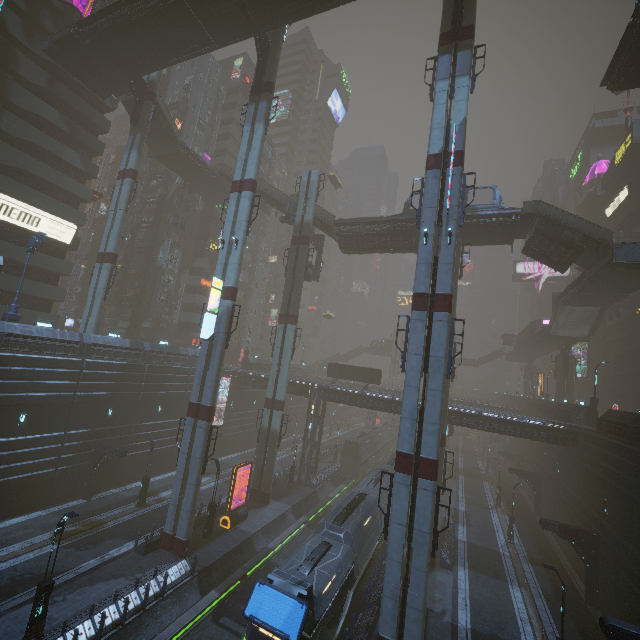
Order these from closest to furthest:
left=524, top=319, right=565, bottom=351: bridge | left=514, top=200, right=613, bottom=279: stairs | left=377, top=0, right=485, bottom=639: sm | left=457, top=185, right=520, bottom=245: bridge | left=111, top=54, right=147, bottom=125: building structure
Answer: left=377, top=0, right=485, bottom=639: sm
left=514, top=200, right=613, bottom=279: stairs
left=457, top=185, right=520, bottom=245: bridge
left=111, top=54, right=147, bottom=125: building structure
left=524, top=319, right=565, bottom=351: bridge

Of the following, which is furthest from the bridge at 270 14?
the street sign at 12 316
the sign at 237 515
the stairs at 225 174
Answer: the sign at 237 515

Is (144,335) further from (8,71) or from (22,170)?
(8,71)

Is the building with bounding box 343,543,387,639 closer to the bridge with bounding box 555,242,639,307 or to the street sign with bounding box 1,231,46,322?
the street sign with bounding box 1,231,46,322

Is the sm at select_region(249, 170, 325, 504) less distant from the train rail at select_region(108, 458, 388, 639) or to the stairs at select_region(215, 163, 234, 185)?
the stairs at select_region(215, 163, 234, 185)

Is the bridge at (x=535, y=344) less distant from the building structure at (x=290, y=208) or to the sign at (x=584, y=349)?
the sign at (x=584, y=349)

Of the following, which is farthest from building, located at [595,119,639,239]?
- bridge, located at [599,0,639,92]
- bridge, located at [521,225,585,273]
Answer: bridge, located at [521,225,585,273]

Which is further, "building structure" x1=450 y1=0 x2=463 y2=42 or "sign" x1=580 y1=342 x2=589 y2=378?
"sign" x1=580 y1=342 x2=589 y2=378
